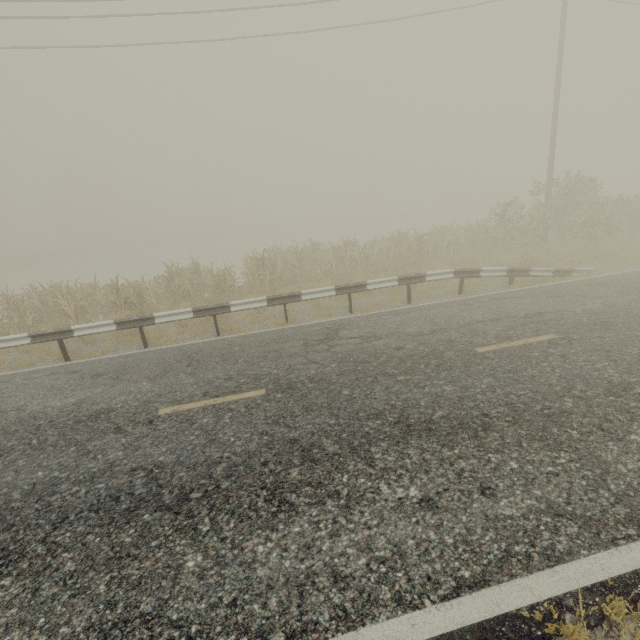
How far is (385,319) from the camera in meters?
8.7

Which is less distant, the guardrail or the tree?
the guardrail

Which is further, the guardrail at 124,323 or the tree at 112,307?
the tree at 112,307
